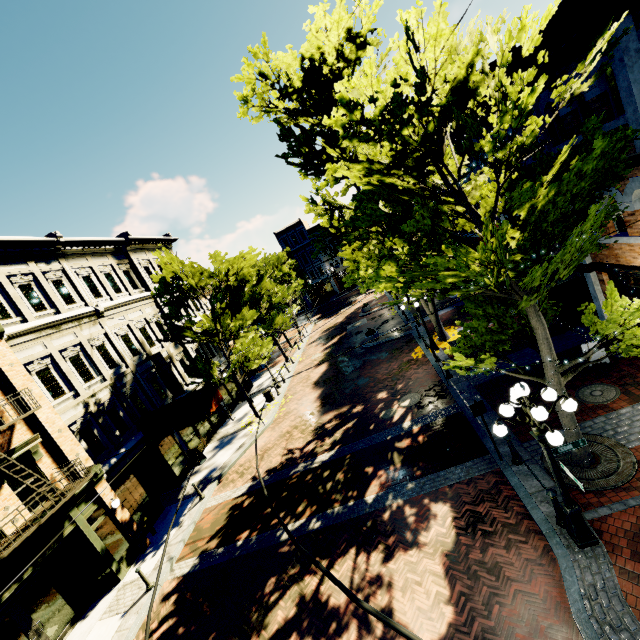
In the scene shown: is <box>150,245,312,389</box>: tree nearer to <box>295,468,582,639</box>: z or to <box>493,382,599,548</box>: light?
<box>295,468,582,639</box>: z

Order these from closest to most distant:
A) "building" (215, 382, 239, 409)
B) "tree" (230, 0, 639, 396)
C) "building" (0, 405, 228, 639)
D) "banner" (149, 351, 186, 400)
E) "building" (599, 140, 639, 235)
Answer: "tree" (230, 0, 639, 396) < "building" (599, 140, 639, 235) < "building" (0, 405, 228, 639) < "banner" (149, 351, 186, 400) < "building" (215, 382, 239, 409)

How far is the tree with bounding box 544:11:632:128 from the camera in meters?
4.9

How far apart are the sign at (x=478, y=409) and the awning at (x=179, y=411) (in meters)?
11.93

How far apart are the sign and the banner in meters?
16.1 m

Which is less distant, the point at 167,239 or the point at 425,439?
the point at 425,439

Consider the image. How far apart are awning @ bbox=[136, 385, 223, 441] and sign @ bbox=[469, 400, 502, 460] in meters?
11.9 m

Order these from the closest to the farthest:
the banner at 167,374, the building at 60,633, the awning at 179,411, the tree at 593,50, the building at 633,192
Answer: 1. the tree at 593,50
2. the building at 633,192
3. the building at 60,633
4. the awning at 179,411
5. the banner at 167,374
